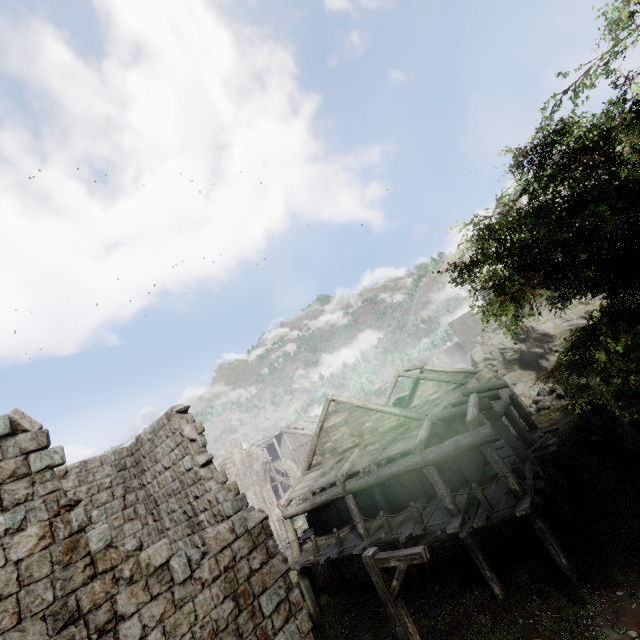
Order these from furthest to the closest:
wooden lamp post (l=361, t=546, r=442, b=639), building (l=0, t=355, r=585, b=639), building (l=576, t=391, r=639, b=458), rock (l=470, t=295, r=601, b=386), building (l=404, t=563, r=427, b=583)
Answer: rock (l=470, t=295, r=601, b=386)
building (l=404, t=563, r=427, b=583)
building (l=576, t=391, r=639, b=458)
wooden lamp post (l=361, t=546, r=442, b=639)
building (l=0, t=355, r=585, b=639)

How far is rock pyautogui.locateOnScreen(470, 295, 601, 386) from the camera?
28.0 meters

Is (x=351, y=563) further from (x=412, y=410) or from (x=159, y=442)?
(x=159, y=442)

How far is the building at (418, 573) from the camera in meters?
13.8

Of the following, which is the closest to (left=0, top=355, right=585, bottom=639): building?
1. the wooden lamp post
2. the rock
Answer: the rock

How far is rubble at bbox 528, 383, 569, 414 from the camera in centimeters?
2398cm

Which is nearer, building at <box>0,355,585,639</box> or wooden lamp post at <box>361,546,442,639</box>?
building at <box>0,355,585,639</box>

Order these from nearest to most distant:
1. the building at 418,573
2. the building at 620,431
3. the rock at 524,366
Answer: the building at 620,431 → the building at 418,573 → the rock at 524,366
